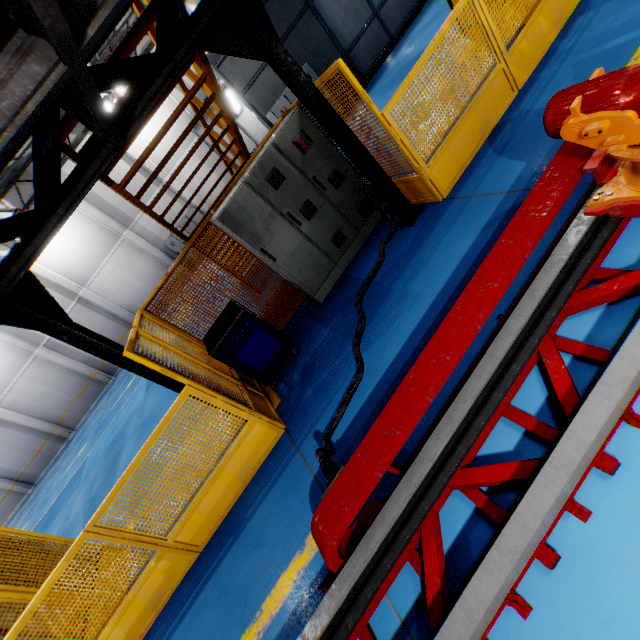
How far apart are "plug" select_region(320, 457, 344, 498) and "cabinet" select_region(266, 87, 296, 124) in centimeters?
1127cm

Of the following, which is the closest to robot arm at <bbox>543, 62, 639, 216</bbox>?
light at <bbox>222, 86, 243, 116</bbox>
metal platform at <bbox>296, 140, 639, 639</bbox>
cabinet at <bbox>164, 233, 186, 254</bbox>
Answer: metal platform at <bbox>296, 140, 639, 639</bbox>

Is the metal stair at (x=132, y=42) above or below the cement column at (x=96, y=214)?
below

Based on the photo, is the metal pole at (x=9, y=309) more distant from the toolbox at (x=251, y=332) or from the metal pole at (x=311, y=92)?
the metal pole at (x=311, y=92)

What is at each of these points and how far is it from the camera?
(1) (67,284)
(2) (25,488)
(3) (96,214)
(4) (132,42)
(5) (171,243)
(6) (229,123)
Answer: (1) cement column, 17.59m
(2) cement column, 19.16m
(3) cement column, 17.39m
(4) metal stair, 3.53m
(5) cabinet, 18.86m
(6) metal stair, 5.56m

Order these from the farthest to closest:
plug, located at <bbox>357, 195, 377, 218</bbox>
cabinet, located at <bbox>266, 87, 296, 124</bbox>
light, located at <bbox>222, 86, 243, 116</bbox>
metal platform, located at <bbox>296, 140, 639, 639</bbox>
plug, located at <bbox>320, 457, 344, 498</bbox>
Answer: light, located at <bbox>222, 86, 243, 116</bbox>, cabinet, located at <bbox>266, 87, 296, 124</bbox>, plug, located at <bbox>357, 195, 377, 218</bbox>, plug, located at <bbox>320, 457, 344, 498</bbox>, metal platform, located at <bbox>296, 140, 639, 639</bbox>

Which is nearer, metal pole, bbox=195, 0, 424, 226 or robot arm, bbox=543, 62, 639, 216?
robot arm, bbox=543, 62, 639, 216

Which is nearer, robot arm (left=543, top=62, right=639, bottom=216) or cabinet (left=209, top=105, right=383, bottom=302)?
robot arm (left=543, top=62, right=639, bottom=216)
